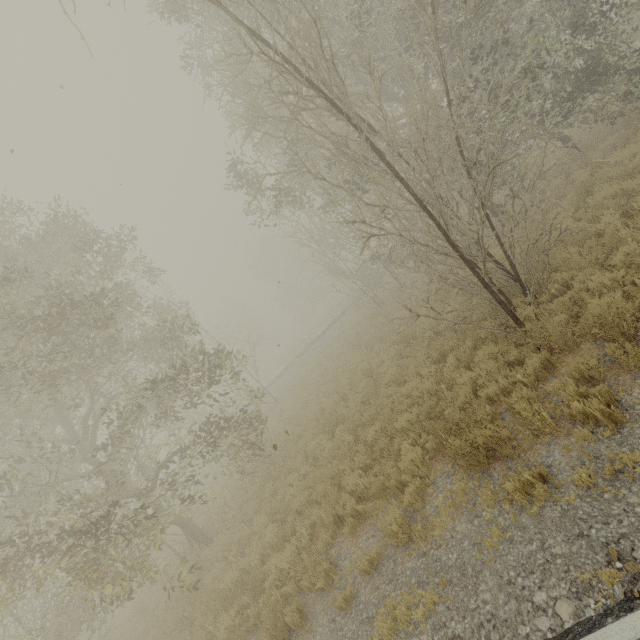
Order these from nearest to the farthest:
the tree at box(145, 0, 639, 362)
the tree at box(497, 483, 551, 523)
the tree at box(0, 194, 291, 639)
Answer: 1. the tree at box(497, 483, 551, 523)
2. the tree at box(145, 0, 639, 362)
3. the tree at box(0, 194, 291, 639)

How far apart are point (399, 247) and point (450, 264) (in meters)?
9.10

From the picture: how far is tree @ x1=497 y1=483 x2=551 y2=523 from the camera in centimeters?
418cm

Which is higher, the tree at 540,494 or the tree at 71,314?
the tree at 71,314

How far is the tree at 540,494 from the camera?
4.18m

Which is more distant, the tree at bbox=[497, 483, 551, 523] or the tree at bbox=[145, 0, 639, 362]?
the tree at bbox=[145, 0, 639, 362]

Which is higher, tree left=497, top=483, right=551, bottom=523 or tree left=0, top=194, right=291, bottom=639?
tree left=0, top=194, right=291, bottom=639

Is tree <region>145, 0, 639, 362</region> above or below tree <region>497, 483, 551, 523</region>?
above
